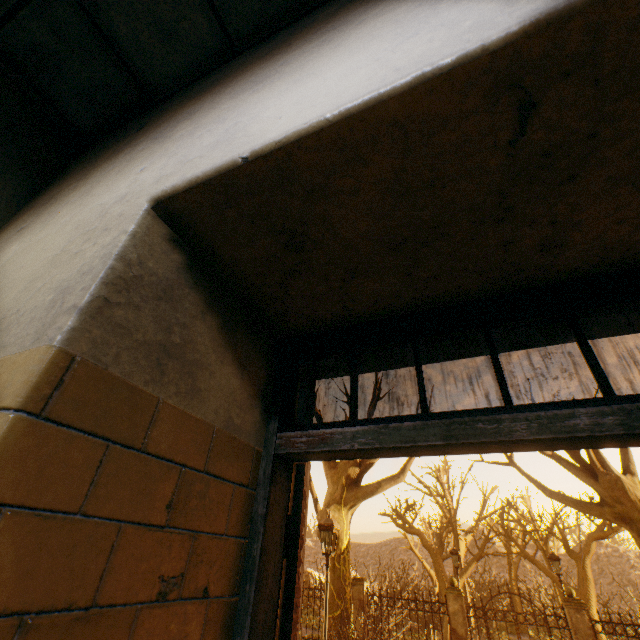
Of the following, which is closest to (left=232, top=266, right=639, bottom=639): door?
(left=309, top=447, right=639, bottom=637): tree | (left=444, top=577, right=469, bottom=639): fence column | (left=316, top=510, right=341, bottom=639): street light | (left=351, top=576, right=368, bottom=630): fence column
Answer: (left=316, top=510, right=341, bottom=639): street light

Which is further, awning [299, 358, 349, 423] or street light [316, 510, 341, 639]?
street light [316, 510, 341, 639]

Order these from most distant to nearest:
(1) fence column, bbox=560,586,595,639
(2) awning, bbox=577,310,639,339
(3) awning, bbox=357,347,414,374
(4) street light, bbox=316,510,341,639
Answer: (1) fence column, bbox=560,586,595,639, (4) street light, bbox=316,510,341,639, (3) awning, bbox=357,347,414,374, (2) awning, bbox=577,310,639,339

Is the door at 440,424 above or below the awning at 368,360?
below

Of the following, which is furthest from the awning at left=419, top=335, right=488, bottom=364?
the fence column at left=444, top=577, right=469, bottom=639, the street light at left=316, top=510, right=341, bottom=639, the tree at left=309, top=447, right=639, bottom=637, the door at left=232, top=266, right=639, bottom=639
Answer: the tree at left=309, top=447, right=639, bottom=637

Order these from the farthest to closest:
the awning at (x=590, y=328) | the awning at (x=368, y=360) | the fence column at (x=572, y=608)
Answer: the fence column at (x=572, y=608)
the awning at (x=368, y=360)
the awning at (x=590, y=328)

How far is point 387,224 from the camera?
1.0m
